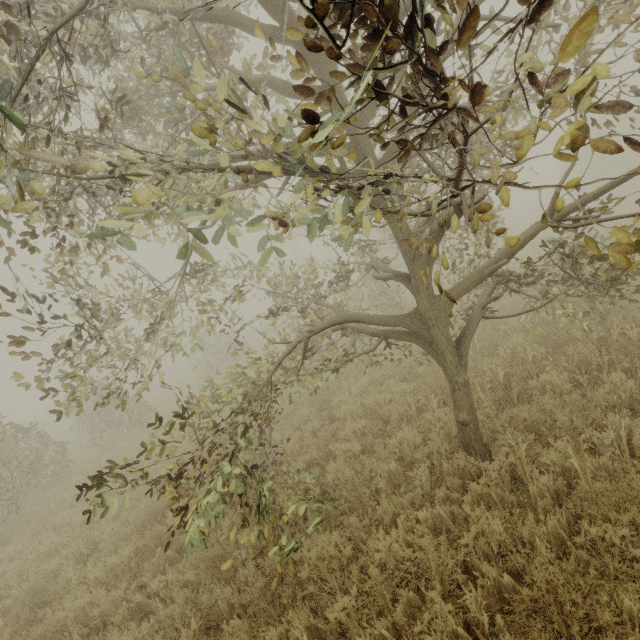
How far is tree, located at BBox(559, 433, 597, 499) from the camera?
3.4m

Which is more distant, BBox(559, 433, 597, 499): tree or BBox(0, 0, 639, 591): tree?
BBox(559, 433, 597, 499): tree

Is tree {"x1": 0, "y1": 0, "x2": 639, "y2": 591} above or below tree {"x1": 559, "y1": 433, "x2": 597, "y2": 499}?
above

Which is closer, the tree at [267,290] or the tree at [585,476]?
the tree at [267,290]

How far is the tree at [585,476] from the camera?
3.4m

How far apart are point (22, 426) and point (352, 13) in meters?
38.2
